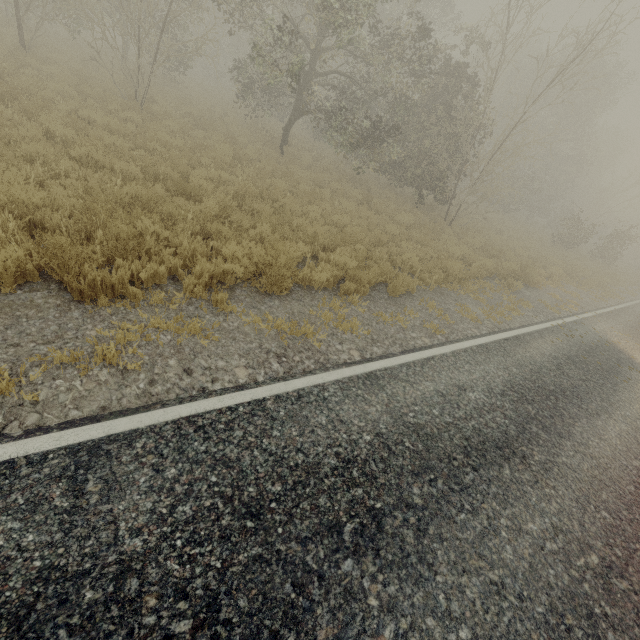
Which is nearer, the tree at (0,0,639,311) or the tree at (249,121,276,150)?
the tree at (0,0,639,311)

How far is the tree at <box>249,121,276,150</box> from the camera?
15.7m

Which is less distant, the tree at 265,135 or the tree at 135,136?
the tree at 135,136

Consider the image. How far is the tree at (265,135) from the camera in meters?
15.7 m

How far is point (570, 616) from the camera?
2.93m
